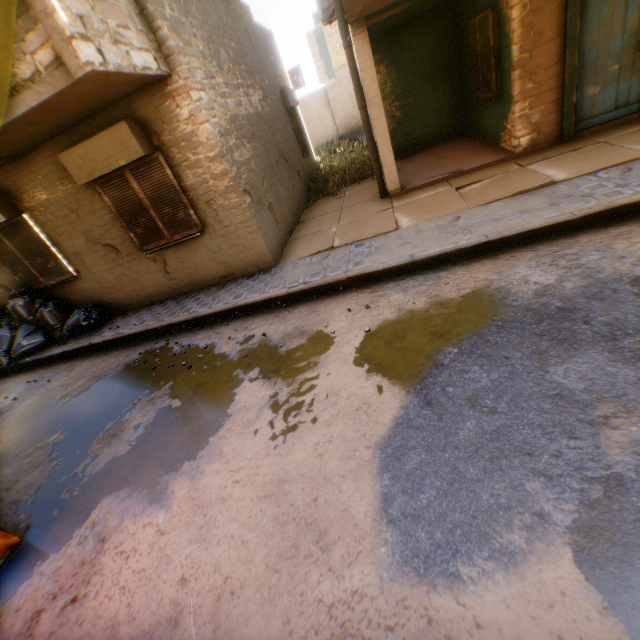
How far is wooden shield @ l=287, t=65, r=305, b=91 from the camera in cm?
1948

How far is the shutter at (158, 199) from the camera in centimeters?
610cm

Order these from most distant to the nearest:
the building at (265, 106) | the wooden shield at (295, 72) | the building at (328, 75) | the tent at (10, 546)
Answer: the building at (328, 75), the wooden shield at (295, 72), the building at (265, 106), the tent at (10, 546)

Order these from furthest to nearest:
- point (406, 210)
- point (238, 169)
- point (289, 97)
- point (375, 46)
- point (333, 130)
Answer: point (333, 130), point (289, 97), point (375, 46), point (406, 210), point (238, 169)

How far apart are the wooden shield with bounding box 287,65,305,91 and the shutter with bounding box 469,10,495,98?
14.76m

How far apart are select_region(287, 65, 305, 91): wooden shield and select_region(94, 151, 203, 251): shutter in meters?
18.0

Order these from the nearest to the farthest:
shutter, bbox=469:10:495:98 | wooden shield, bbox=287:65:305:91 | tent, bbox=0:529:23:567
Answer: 1. tent, bbox=0:529:23:567
2. shutter, bbox=469:10:495:98
3. wooden shield, bbox=287:65:305:91

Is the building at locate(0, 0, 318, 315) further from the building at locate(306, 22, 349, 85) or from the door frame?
the building at locate(306, 22, 349, 85)
